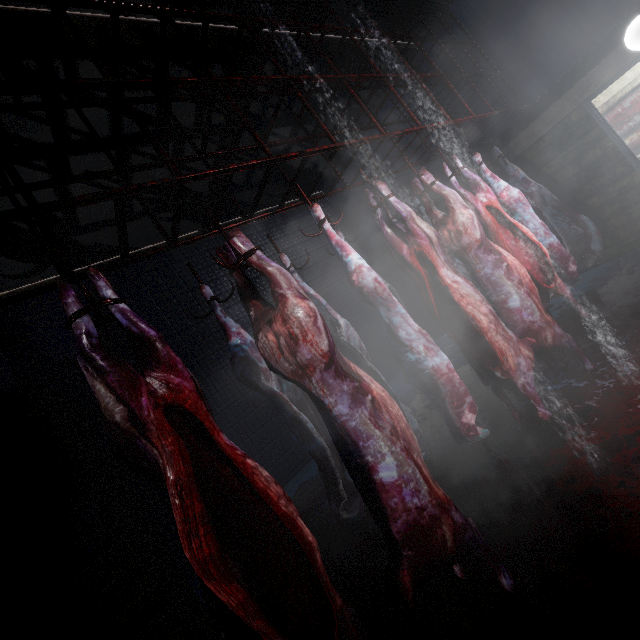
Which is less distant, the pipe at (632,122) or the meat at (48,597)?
the meat at (48,597)

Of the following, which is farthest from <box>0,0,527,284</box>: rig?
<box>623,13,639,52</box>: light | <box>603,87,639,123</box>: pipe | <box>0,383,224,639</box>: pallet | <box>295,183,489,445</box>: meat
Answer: <box>603,87,639,123</box>: pipe

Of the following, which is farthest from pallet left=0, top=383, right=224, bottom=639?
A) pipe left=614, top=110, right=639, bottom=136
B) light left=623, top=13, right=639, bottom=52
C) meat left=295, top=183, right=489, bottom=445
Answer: pipe left=614, top=110, right=639, bottom=136

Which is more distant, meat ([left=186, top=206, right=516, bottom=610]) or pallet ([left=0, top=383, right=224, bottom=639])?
pallet ([left=0, top=383, right=224, bottom=639])

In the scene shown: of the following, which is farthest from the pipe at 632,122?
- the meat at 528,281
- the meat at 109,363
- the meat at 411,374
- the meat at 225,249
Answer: the meat at 109,363

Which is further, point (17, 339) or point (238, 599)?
point (17, 339)

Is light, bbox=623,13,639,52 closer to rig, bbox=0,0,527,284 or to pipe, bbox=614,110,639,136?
rig, bbox=0,0,527,284

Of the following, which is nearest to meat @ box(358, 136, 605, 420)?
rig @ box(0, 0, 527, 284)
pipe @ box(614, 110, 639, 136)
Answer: rig @ box(0, 0, 527, 284)
